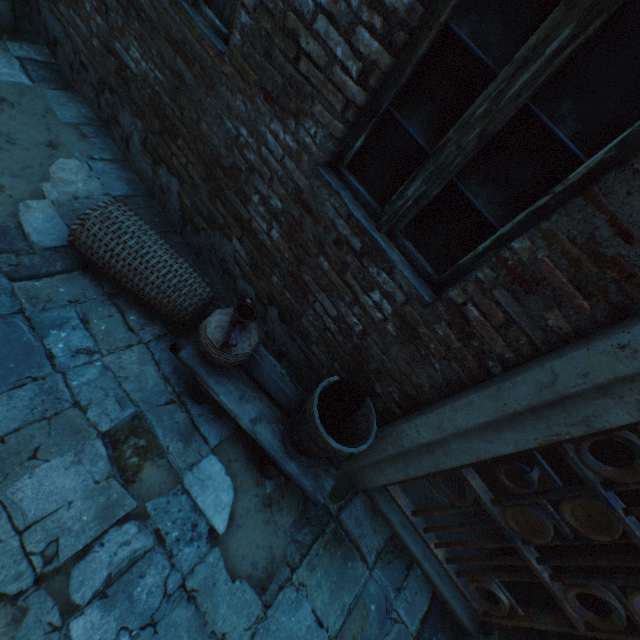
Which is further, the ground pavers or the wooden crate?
the wooden crate

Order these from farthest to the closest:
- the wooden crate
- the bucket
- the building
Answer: the wooden crate → the bucket → the building

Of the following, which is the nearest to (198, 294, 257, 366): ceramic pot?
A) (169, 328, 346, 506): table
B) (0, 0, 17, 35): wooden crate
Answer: (169, 328, 346, 506): table

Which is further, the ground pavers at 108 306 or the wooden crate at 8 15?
the wooden crate at 8 15

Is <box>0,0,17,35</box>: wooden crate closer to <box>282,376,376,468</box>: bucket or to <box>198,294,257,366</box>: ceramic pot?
<box>198,294,257,366</box>: ceramic pot

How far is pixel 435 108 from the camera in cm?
152

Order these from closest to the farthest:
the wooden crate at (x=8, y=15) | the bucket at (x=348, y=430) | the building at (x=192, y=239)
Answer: the building at (x=192, y=239), the bucket at (x=348, y=430), the wooden crate at (x=8, y=15)

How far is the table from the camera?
2.0 meters
